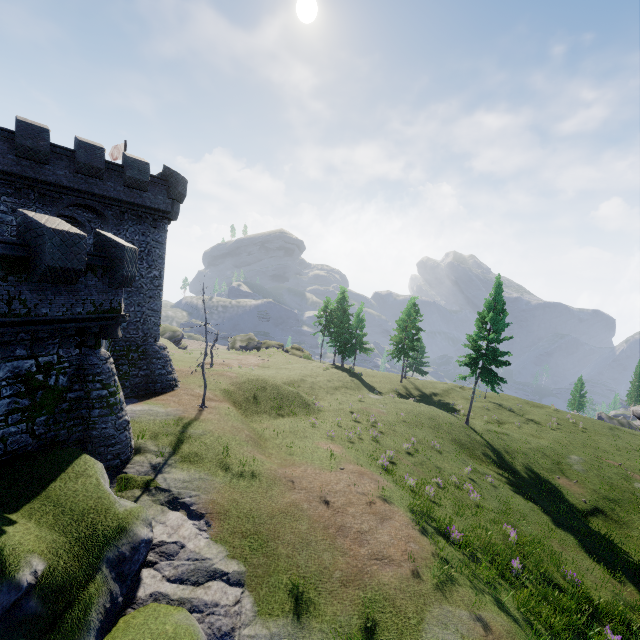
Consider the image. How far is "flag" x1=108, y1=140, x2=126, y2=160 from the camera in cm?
2865

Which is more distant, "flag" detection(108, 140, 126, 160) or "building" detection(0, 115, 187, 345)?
"flag" detection(108, 140, 126, 160)

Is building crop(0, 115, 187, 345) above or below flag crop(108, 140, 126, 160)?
below

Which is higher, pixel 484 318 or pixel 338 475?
pixel 484 318

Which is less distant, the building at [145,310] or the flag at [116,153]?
the building at [145,310]

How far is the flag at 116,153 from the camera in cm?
2865
